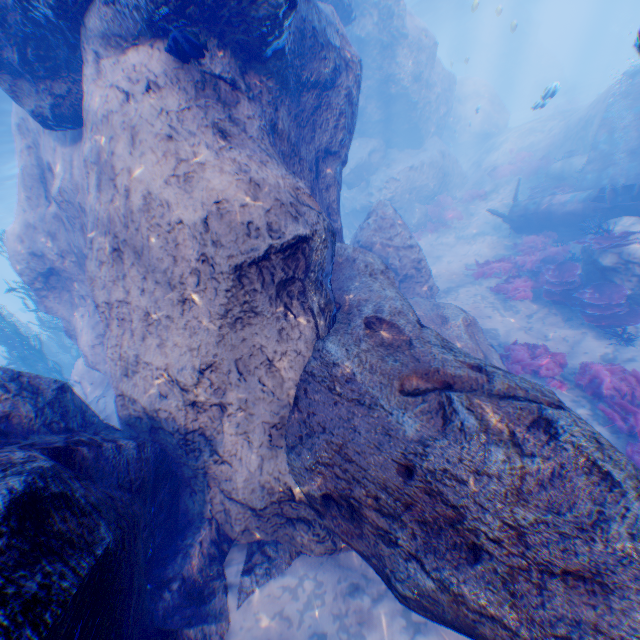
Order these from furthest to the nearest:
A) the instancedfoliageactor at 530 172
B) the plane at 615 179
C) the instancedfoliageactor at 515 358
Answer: the instancedfoliageactor at 530 172, the plane at 615 179, the instancedfoliageactor at 515 358

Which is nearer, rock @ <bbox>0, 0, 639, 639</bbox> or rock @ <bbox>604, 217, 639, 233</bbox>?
rock @ <bbox>0, 0, 639, 639</bbox>

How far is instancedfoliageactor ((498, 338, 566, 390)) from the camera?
8.0m

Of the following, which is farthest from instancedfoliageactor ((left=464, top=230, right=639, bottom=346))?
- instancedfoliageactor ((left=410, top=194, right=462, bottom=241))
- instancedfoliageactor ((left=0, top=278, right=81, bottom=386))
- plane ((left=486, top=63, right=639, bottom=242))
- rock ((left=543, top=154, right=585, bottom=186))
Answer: instancedfoliageactor ((left=0, top=278, right=81, bottom=386))

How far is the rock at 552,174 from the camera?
14.69m

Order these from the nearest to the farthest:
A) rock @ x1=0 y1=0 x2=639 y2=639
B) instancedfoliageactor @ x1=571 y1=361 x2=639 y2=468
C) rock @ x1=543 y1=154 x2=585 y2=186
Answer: rock @ x1=0 y1=0 x2=639 y2=639 → instancedfoliageactor @ x1=571 y1=361 x2=639 y2=468 → rock @ x1=543 y1=154 x2=585 y2=186

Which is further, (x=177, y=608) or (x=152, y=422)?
(x=152, y=422)

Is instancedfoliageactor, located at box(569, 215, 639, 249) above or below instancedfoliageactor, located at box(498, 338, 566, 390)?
above
